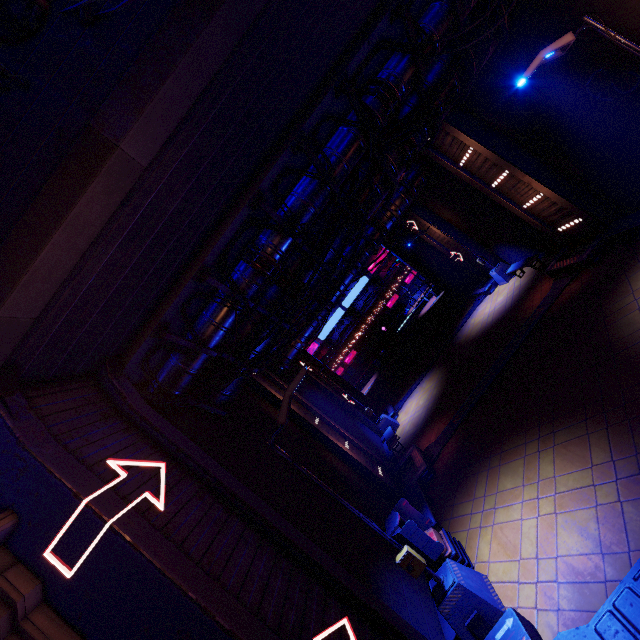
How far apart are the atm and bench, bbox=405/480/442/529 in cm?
35

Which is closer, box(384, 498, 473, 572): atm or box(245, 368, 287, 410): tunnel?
box(384, 498, 473, 572): atm

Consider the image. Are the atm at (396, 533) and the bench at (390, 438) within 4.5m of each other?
no

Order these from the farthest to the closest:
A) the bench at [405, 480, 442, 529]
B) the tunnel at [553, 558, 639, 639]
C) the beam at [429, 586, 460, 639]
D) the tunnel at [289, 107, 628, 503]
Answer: the tunnel at [289, 107, 628, 503] < the bench at [405, 480, 442, 529] < the beam at [429, 586, 460, 639] < the tunnel at [553, 558, 639, 639]

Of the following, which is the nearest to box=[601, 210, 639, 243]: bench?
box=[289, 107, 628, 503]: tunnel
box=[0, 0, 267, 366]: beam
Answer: box=[289, 107, 628, 503]: tunnel

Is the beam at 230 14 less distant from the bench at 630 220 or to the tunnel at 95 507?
the tunnel at 95 507

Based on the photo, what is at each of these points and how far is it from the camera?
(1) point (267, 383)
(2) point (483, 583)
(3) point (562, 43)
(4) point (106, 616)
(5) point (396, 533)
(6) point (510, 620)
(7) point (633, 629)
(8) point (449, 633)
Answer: (1) tunnel, 14.20m
(2) street light, 6.88m
(3) street light, 6.95m
(4) tunnel, 3.93m
(5) atm, 7.83m
(6) tunnel, 5.69m
(7) tunnel, 4.53m
(8) beam, 7.00m

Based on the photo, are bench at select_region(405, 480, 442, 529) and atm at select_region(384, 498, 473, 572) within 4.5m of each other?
yes
